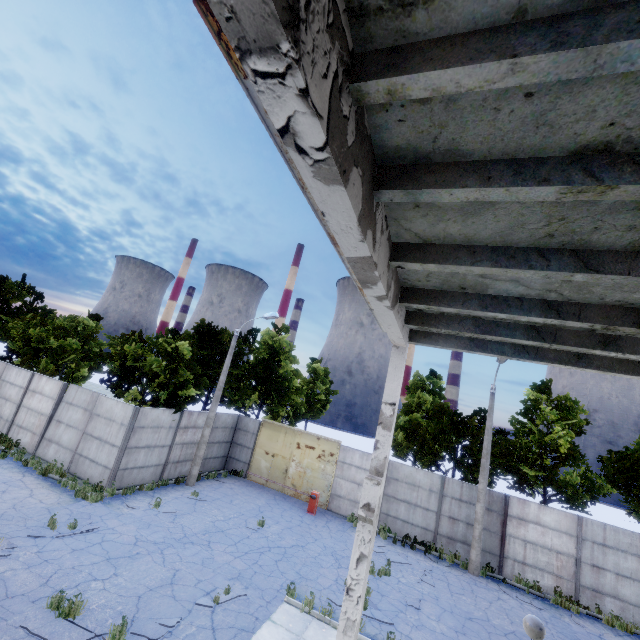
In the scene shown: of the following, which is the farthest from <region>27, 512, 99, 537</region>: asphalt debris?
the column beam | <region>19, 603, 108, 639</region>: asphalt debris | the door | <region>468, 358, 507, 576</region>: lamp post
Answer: <region>468, 358, 507, 576</region>: lamp post

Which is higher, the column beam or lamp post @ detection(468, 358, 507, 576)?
the column beam

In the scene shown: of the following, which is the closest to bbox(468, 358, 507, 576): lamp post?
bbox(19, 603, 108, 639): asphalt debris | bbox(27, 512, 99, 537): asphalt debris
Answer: bbox(19, 603, 108, 639): asphalt debris

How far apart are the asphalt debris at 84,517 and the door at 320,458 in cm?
1045

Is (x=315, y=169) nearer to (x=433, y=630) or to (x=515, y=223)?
(x=515, y=223)

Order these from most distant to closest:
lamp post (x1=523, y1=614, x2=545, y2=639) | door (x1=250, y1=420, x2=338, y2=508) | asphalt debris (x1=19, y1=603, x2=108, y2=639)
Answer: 1. door (x1=250, y1=420, x2=338, y2=508)
2. asphalt debris (x1=19, y1=603, x2=108, y2=639)
3. lamp post (x1=523, y1=614, x2=545, y2=639)

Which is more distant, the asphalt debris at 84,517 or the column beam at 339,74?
the asphalt debris at 84,517

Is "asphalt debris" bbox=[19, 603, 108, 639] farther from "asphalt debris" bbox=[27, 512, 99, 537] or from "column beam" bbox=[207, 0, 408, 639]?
"column beam" bbox=[207, 0, 408, 639]
